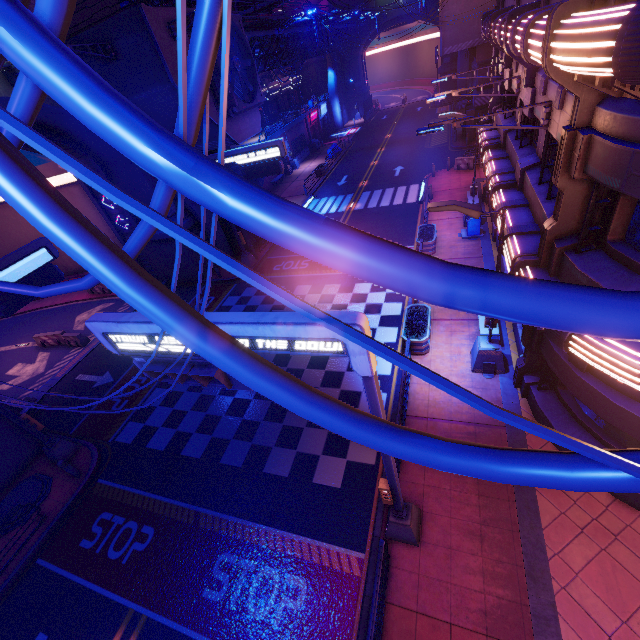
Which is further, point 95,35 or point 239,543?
point 95,35

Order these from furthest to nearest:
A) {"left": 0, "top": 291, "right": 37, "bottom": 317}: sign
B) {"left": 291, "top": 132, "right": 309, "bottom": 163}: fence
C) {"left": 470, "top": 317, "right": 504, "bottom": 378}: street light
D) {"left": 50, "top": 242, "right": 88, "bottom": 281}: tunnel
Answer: {"left": 291, "top": 132, "right": 309, "bottom": 163}: fence → {"left": 50, "top": 242, "right": 88, "bottom": 281}: tunnel → {"left": 0, "top": 291, "right": 37, "bottom": 317}: sign → {"left": 470, "top": 317, "right": 504, "bottom": 378}: street light

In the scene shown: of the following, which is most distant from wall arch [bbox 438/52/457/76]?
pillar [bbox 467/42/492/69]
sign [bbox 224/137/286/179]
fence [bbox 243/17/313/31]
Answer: sign [bbox 224/137/286/179]

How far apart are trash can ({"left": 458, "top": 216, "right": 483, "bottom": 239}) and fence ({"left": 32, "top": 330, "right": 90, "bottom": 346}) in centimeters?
2539cm

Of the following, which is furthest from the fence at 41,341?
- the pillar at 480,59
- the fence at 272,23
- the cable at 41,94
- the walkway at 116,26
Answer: the pillar at 480,59

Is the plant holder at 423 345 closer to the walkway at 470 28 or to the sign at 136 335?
the sign at 136 335

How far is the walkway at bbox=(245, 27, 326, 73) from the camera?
23.2 meters

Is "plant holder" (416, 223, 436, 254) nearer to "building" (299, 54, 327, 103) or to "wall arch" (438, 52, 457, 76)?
"wall arch" (438, 52, 457, 76)
